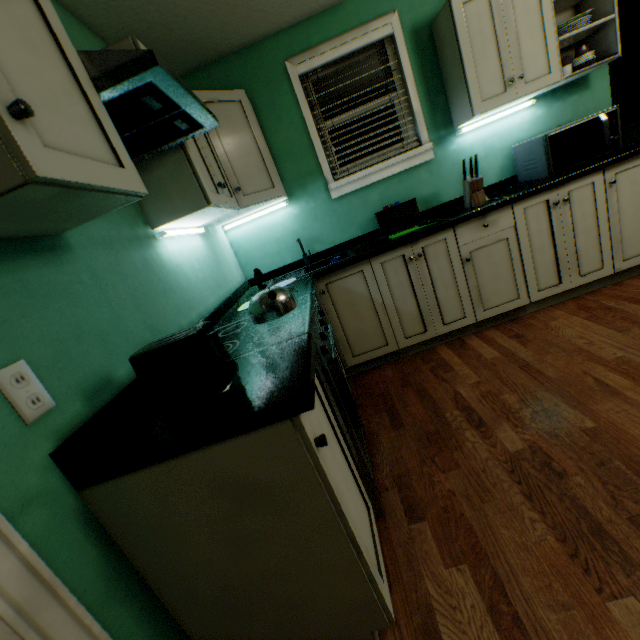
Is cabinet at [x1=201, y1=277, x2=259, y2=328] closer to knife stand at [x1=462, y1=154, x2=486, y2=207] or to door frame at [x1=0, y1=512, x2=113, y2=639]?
knife stand at [x1=462, y1=154, x2=486, y2=207]

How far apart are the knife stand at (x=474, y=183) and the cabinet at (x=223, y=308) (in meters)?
0.17

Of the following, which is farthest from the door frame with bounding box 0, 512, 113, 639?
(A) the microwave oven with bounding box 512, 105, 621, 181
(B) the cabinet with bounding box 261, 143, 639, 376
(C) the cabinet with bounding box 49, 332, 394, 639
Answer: (A) the microwave oven with bounding box 512, 105, 621, 181

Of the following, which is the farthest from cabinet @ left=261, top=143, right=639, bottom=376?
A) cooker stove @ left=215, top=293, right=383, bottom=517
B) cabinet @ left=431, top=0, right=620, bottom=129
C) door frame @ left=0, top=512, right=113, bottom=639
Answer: door frame @ left=0, top=512, right=113, bottom=639

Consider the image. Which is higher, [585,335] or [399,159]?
[399,159]

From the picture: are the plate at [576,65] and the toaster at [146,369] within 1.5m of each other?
no

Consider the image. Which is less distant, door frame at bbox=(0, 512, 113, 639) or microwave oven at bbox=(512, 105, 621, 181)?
door frame at bbox=(0, 512, 113, 639)

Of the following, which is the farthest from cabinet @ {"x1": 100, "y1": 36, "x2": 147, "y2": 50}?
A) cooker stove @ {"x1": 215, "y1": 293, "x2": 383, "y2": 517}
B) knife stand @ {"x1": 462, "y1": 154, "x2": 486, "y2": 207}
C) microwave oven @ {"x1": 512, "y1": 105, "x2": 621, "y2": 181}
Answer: microwave oven @ {"x1": 512, "y1": 105, "x2": 621, "y2": 181}
